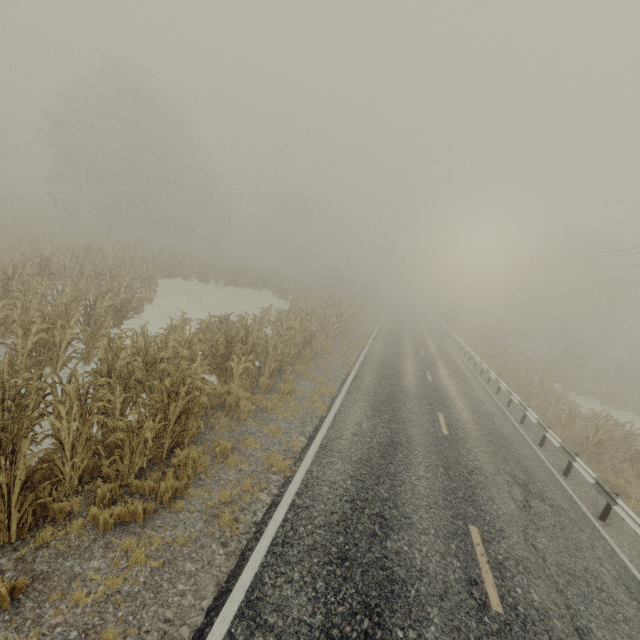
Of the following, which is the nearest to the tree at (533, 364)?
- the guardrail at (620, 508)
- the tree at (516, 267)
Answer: the guardrail at (620, 508)

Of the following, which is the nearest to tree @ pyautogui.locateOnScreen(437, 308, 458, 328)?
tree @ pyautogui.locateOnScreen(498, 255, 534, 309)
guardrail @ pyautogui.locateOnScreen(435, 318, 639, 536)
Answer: guardrail @ pyautogui.locateOnScreen(435, 318, 639, 536)

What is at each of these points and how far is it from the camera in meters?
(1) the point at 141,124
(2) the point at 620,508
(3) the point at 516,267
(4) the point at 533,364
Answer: (1) tree, 31.4 m
(2) guardrail, 7.9 m
(3) tree, 58.3 m
(4) tree, 31.6 m

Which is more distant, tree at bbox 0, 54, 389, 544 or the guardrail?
the guardrail

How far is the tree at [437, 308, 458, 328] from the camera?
49.2 meters

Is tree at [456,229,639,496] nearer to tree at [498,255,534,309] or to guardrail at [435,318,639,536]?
guardrail at [435,318,639,536]

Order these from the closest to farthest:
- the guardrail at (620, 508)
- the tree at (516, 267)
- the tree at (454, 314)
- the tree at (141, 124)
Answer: the tree at (141, 124) → the guardrail at (620, 508) → the tree at (454, 314) → the tree at (516, 267)
